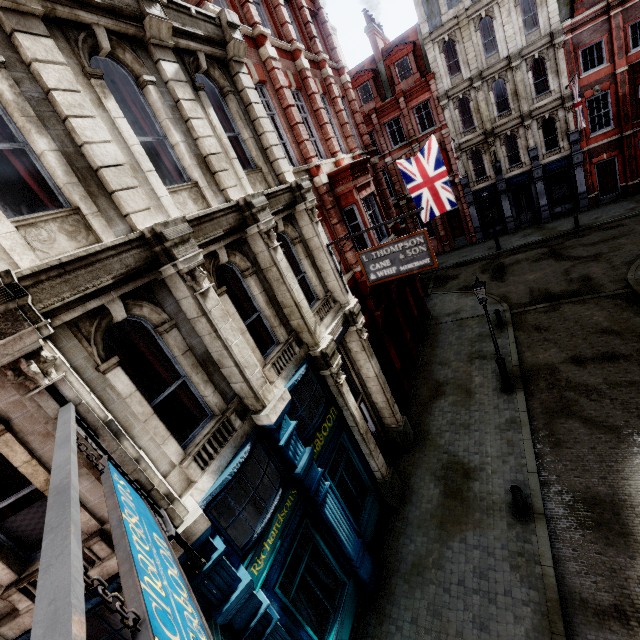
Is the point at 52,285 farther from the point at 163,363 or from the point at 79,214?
the point at 163,363

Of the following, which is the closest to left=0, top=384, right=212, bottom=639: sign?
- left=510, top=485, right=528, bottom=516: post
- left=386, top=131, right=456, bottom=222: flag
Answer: left=510, top=485, right=528, bottom=516: post

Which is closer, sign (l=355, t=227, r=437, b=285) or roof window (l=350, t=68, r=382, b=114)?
sign (l=355, t=227, r=437, b=285)

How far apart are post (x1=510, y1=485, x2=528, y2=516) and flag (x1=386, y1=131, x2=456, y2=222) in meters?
10.9 m

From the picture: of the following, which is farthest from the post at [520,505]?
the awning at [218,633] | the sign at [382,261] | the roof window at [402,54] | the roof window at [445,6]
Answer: the roof window at [445,6]

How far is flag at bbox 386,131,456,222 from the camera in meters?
13.9

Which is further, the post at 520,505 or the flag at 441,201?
the flag at 441,201

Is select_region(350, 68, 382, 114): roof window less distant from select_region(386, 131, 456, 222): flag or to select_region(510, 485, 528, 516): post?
select_region(386, 131, 456, 222): flag
